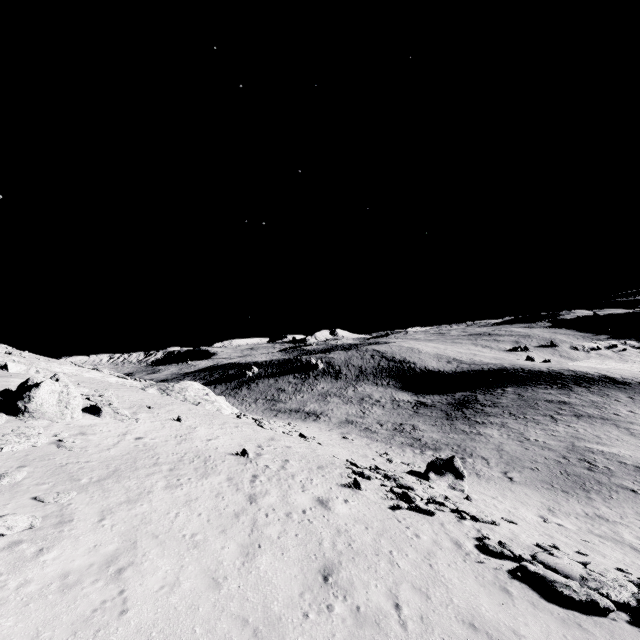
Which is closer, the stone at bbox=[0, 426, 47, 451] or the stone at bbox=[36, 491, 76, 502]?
the stone at bbox=[36, 491, 76, 502]

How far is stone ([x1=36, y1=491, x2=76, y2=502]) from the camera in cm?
1063

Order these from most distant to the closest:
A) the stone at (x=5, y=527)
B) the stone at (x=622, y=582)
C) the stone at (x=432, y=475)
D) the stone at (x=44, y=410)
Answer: the stone at (x=44, y=410)
the stone at (x=432, y=475)
the stone at (x=622, y=582)
the stone at (x=5, y=527)

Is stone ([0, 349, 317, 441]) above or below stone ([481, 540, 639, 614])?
above

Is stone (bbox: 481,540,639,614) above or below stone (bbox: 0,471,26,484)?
below

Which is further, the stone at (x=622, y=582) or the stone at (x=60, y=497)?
the stone at (x=60, y=497)

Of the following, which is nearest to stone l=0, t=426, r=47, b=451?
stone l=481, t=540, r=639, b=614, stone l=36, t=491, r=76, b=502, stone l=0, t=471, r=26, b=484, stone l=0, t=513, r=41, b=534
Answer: stone l=0, t=471, r=26, b=484

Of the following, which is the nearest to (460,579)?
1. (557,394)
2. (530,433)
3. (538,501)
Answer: (538,501)
